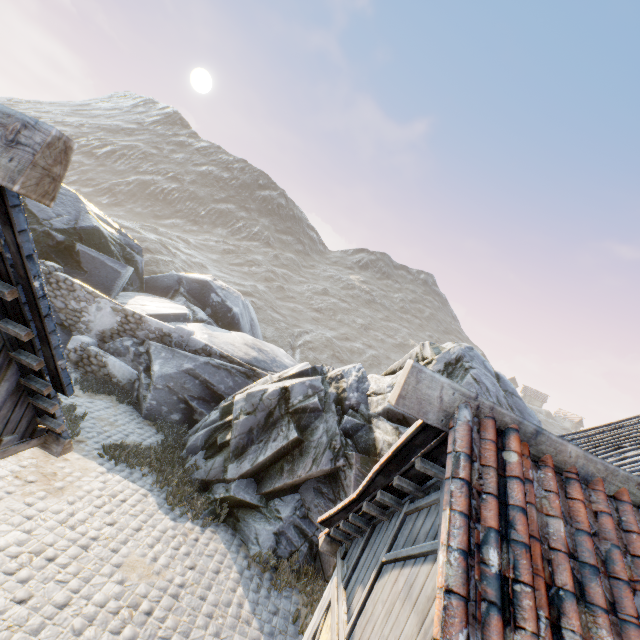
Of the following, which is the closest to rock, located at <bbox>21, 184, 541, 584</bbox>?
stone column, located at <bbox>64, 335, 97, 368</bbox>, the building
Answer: stone column, located at <bbox>64, 335, 97, 368</bbox>

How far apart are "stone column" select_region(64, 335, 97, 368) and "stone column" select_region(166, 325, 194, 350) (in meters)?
2.75

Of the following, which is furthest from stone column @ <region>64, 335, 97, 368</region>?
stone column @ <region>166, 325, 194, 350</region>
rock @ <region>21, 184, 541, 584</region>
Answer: stone column @ <region>166, 325, 194, 350</region>

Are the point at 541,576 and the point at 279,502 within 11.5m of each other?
yes

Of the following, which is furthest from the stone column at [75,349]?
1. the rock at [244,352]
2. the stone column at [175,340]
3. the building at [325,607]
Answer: the building at [325,607]

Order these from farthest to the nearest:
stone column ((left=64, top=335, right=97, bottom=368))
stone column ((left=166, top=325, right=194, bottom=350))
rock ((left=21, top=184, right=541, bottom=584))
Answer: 1. stone column ((left=166, top=325, right=194, bottom=350))
2. stone column ((left=64, top=335, right=97, bottom=368))
3. rock ((left=21, top=184, right=541, bottom=584))

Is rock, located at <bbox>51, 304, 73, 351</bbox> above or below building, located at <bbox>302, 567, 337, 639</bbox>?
below

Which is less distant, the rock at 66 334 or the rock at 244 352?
the rock at 244 352
